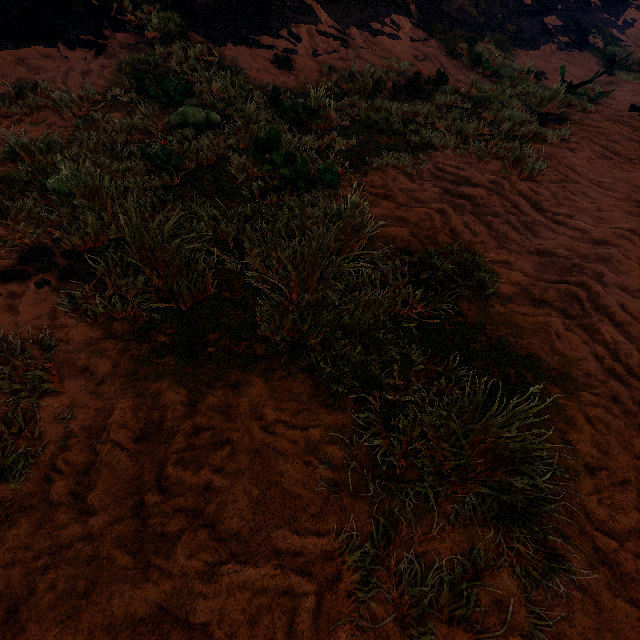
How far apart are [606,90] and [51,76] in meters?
10.3
